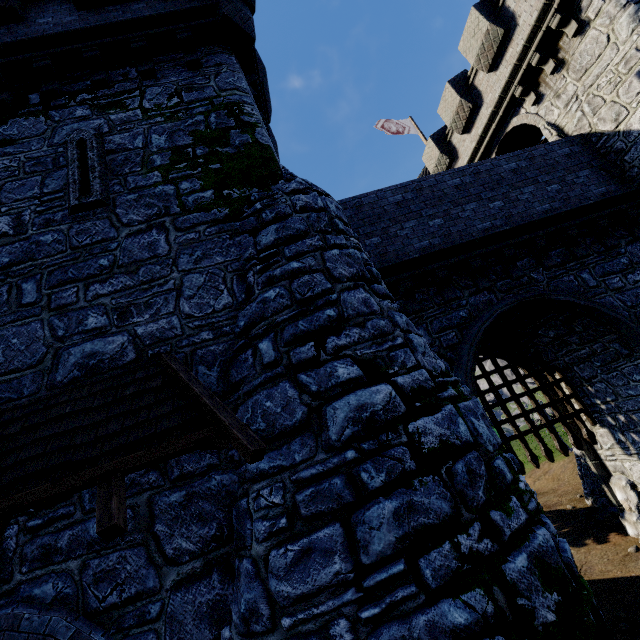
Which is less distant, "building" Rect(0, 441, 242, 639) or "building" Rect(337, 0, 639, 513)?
"building" Rect(0, 441, 242, 639)

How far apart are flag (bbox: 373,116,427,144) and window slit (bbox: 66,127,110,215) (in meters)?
16.13

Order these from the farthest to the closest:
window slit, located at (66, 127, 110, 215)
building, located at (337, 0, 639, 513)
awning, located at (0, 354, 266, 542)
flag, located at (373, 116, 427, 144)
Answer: flag, located at (373, 116, 427, 144), building, located at (337, 0, 639, 513), window slit, located at (66, 127, 110, 215), awning, located at (0, 354, 266, 542)

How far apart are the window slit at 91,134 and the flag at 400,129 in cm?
1613

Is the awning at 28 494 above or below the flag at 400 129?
below

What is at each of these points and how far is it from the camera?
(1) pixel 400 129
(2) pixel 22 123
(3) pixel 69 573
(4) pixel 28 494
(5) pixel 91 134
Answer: (1) flag, 19.1 meters
(2) building, 6.5 meters
(3) building, 3.5 meters
(4) awning, 2.9 meters
(5) window slit, 6.2 meters

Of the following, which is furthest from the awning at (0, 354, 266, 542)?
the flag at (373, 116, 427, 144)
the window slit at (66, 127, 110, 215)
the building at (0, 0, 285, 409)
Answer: the flag at (373, 116, 427, 144)

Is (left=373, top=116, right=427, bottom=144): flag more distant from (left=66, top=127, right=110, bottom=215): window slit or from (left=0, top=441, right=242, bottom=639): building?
(left=66, top=127, right=110, bottom=215): window slit
